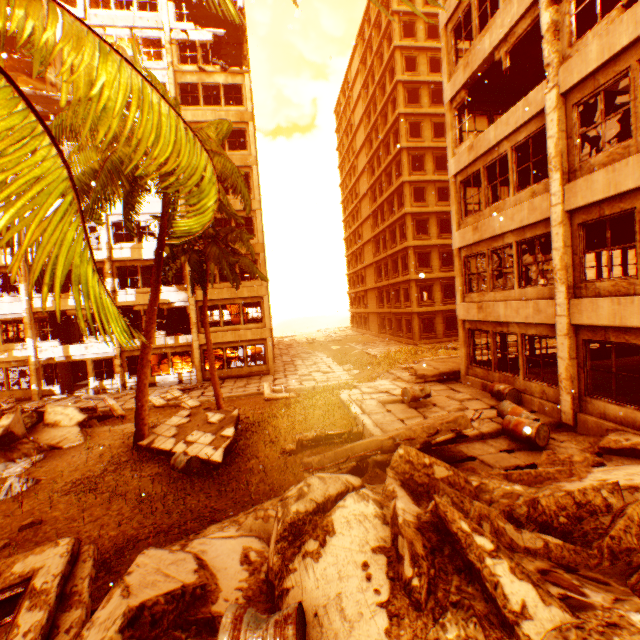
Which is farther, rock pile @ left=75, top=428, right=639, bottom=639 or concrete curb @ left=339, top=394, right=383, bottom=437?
concrete curb @ left=339, top=394, right=383, bottom=437

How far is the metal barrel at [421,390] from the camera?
11.07m

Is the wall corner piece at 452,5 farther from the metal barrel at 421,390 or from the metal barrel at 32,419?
the metal barrel at 32,419

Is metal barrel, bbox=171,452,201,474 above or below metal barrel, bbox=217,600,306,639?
below

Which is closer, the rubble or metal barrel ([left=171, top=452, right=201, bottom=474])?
the rubble

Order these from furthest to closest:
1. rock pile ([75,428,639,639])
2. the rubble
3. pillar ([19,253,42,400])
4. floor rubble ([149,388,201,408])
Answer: pillar ([19,253,42,400])
floor rubble ([149,388,201,408])
rock pile ([75,428,639,639])
the rubble

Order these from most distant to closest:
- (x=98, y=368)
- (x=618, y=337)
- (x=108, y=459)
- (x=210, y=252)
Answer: (x=98, y=368) → (x=210, y=252) → (x=108, y=459) → (x=618, y=337)

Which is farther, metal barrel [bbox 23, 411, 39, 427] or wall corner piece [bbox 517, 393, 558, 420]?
metal barrel [bbox 23, 411, 39, 427]
